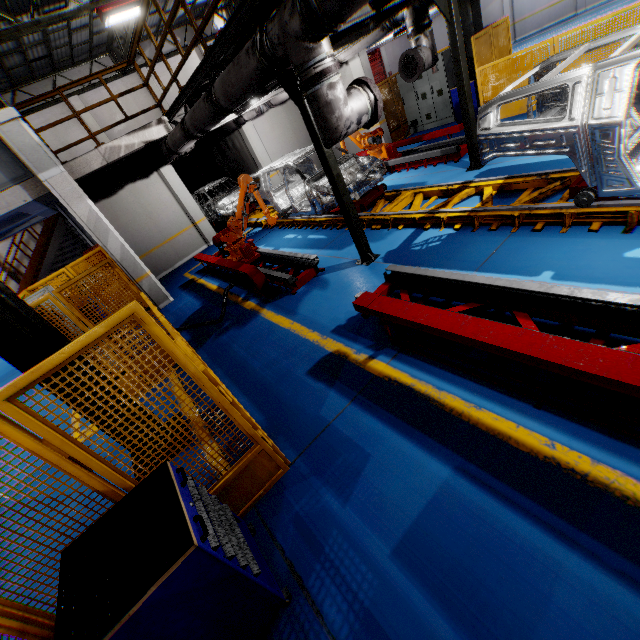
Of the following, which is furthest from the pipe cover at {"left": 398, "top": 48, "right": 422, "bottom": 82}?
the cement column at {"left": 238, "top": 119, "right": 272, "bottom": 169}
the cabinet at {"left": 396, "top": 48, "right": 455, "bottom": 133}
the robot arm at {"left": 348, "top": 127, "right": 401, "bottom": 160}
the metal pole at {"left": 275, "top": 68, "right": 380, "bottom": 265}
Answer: the cement column at {"left": 238, "top": 119, "right": 272, "bottom": 169}

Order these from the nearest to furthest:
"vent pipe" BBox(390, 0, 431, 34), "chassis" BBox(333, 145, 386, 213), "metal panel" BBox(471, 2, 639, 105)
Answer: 1. "vent pipe" BBox(390, 0, 431, 34)
2. "metal panel" BBox(471, 2, 639, 105)
3. "chassis" BBox(333, 145, 386, 213)

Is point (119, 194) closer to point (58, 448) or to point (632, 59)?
point (58, 448)

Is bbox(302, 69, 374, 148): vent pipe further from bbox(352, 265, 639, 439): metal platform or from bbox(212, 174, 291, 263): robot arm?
bbox(352, 265, 639, 439): metal platform

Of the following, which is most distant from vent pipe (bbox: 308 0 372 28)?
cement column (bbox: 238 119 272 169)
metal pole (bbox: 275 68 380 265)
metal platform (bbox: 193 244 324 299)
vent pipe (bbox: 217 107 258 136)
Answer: cement column (bbox: 238 119 272 169)

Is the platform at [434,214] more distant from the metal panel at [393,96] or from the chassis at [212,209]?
the metal panel at [393,96]

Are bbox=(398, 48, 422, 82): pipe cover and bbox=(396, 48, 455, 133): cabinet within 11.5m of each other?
yes

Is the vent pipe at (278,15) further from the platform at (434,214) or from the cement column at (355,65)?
the cement column at (355,65)
